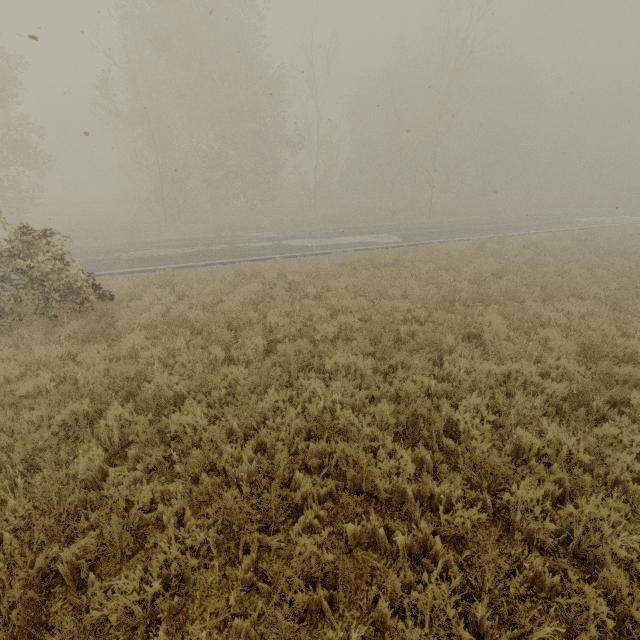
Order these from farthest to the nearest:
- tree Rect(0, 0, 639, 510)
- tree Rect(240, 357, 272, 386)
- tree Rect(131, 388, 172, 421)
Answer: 1. tree Rect(0, 0, 639, 510)
2. tree Rect(240, 357, 272, 386)
3. tree Rect(131, 388, 172, 421)

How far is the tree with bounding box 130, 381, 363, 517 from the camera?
4.2 meters

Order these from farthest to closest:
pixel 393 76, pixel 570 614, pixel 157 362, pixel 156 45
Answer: pixel 393 76 → pixel 156 45 → pixel 157 362 → pixel 570 614

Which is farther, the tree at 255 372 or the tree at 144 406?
the tree at 255 372

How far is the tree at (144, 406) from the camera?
5.0m

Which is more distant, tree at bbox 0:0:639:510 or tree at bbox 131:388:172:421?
tree at bbox 0:0:639:510
